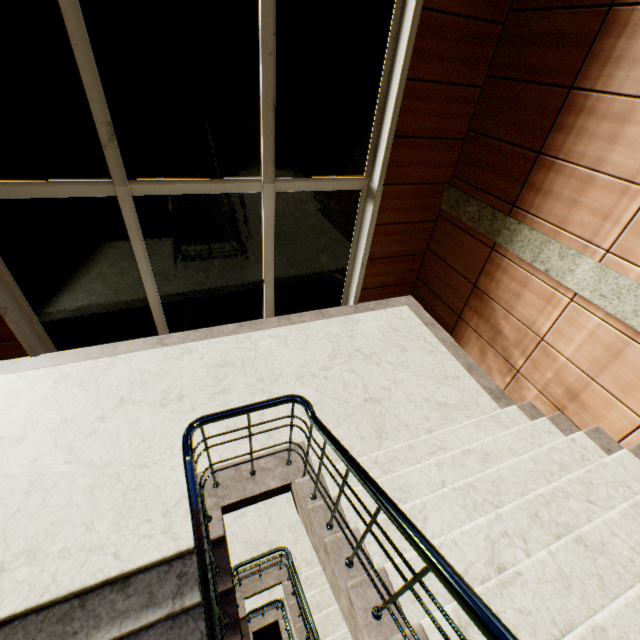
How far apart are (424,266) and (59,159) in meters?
4.3
